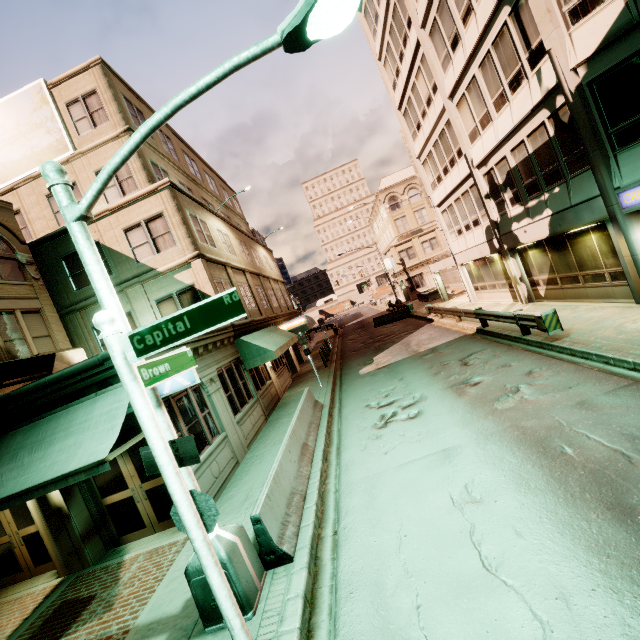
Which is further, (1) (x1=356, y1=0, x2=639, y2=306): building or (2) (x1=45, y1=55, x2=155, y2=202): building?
(2) (x1=45, y1=55, x2=155, y2=202): building

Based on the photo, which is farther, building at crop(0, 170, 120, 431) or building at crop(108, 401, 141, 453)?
building at crop(108, 401, 141, 453)

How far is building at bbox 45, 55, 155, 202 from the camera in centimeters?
1523cm

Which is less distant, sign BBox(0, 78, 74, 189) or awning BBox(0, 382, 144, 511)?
awning BBox(0, 382, 144, 511)

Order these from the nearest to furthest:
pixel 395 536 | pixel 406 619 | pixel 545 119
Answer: pixel 406 619
pixel 395 536
pixel 545 119

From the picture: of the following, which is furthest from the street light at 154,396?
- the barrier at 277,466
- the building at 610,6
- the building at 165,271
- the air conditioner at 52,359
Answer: the building at 610,6

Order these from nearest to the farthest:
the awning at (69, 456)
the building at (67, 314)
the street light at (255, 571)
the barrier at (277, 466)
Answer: the street light at (255, 571)
the barrier at (277, 466)
the awning at (69, 456)
the building at (67, 314)

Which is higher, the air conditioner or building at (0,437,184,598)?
the air conditioner
